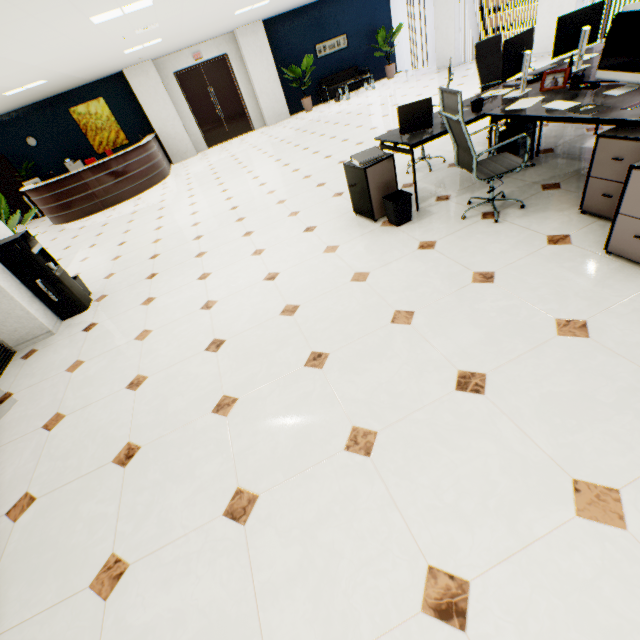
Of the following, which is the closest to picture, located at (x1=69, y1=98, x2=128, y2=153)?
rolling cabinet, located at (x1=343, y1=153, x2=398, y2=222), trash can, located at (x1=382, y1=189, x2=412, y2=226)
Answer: rolling cabinet, located at (x1=343, y1=153, x2=398, y2=222)

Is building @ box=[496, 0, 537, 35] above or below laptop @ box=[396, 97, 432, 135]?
below

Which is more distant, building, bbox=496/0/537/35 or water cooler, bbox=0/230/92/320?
building, bbox=496/0/537/35

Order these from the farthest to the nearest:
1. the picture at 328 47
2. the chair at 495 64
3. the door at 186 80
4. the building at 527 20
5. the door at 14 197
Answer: the building at 527 20
the picture at 328 47
the door at 186 80
the door at 14 197
the chair at 495 64

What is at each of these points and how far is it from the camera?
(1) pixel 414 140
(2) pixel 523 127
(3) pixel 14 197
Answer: (1) table, 3.3m
(2) computer base unit, 3.9m
(3) door, 11.4m

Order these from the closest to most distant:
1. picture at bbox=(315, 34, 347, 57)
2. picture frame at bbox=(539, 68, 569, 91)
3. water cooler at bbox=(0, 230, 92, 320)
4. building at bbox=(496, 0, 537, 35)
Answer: picture frame at bbox=(539, 68, 569, 91) < water cooler at bbox=(0, 230, 92, 320) < picture at bbox=(315, 34, 347, 57) < building at bbox=(496, 0, 537, 35)

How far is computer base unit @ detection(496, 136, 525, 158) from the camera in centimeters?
381cm

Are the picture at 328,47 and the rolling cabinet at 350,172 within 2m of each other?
no
